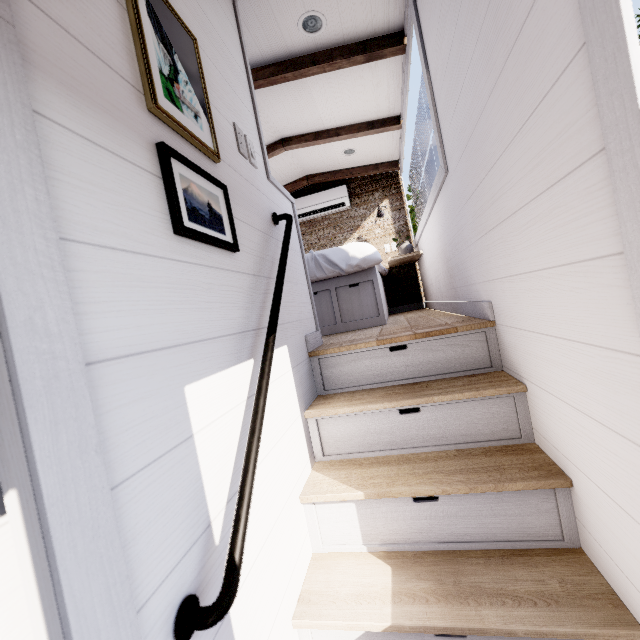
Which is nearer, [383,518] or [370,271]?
[383,518]

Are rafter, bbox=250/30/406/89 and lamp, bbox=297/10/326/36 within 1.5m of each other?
yes

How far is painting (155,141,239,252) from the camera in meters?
0.8 m

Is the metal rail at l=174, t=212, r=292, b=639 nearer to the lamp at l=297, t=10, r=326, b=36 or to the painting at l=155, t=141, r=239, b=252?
the painting at l=155, t=141, r=239, b=252

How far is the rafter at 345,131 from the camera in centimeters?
358cm

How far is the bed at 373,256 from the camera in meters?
2.8 m

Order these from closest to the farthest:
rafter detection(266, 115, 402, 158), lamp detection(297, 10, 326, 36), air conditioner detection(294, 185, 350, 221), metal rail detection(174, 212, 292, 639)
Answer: metal rail detection(174, 212, 292, 639) → lamp detection(297, 10, 326, 36) → rafter detection(266, 115, 402, 158) → air conditioner detection(294, 185, 350, 221)

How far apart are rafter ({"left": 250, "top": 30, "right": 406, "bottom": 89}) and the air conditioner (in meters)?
2.26
